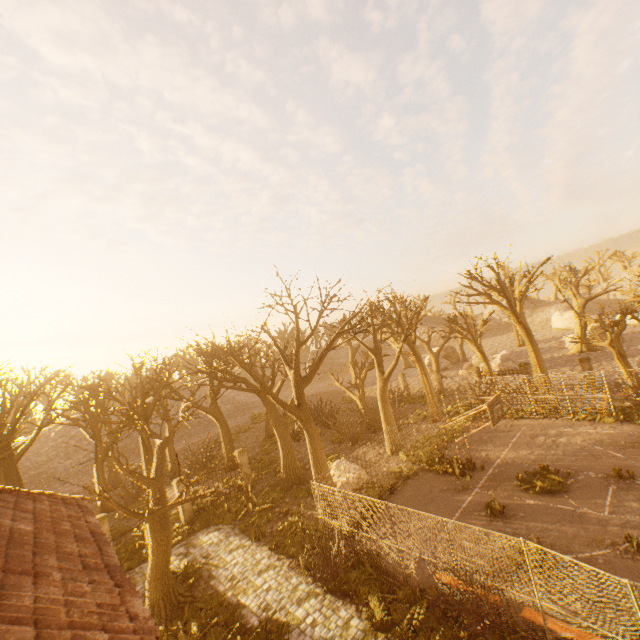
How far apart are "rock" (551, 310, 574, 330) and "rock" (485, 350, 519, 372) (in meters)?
22.37

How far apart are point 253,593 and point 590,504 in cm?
1333

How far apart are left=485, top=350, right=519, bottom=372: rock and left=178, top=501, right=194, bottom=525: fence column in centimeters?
3088cm

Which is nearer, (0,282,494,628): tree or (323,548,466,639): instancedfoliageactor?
(323,548,466,639): instancedfoliageactor

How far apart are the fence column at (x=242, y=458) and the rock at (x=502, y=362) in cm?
2698

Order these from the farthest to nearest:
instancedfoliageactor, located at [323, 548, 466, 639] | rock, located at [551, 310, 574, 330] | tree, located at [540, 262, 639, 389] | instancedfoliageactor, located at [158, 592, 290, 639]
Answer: rock, located at [551, 310, 574, 330], tree, located at [540, 262, 639, 389], instancedfoliageactor, located at [158, 592, 290, 639], instancedfoliageactor, located at [323, 548, 466, 639]

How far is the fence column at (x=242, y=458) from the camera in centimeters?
2119cm

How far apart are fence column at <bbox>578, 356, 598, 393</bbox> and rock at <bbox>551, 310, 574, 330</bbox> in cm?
3277
